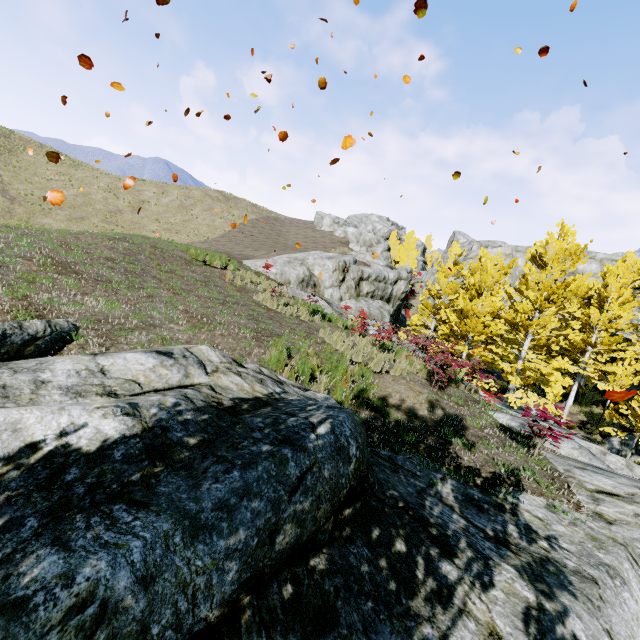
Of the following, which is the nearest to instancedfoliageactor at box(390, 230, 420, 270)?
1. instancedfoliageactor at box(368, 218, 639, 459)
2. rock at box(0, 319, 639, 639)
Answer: rock at box(0, 319, 639, 639)

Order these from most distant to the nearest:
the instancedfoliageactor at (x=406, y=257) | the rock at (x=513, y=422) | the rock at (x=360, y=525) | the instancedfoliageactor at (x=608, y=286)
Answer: the instancedfoliageactor at (x=406, y=257) < the instancedfoliageactor at (x=608, y=286) < the rock at (x=513, y=422) < the rock at (x=360, y=525)

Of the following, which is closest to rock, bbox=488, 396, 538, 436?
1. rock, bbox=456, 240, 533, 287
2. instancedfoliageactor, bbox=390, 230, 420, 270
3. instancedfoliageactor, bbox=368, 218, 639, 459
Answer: instancedfoliageactor, bbox=368, 218, 639, 459

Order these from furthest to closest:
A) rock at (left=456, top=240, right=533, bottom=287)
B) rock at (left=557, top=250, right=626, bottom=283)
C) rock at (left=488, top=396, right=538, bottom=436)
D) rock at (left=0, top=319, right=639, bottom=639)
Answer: rock at (left=456, top=240, right=533, bottom=287), rock at (left=557, top=250, right=626, bottom=283), rock at (left=488, top=396, right=538, bottom=436), rock at (left=0, top=319, right=639, bottom=639)

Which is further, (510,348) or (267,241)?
(267,241)

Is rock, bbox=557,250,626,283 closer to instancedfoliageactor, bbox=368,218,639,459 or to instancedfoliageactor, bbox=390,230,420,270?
instancedfoliageactor, bbox=390,230,420,270

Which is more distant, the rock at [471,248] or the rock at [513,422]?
the rock at [471,248]

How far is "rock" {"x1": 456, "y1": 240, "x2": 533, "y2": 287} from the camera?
39.59m
